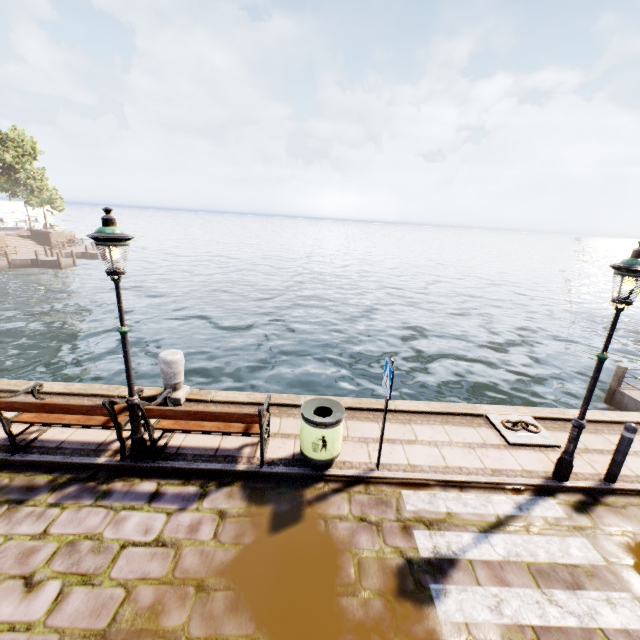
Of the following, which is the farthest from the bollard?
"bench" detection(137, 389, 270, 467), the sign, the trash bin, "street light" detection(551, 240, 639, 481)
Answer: "bench" detection(137, 389, 270, 467)

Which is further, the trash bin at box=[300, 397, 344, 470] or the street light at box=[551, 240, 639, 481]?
the trash bin at box=[300, 397, 344, 470]

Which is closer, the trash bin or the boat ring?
the trash bin

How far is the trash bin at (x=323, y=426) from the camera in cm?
492

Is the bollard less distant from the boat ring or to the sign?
the boat ring

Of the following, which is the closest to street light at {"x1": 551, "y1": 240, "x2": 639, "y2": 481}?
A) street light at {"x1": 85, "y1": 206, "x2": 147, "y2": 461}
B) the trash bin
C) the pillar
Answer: the trash bin

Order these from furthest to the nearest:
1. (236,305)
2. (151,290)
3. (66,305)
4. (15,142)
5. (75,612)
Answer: (15,142), (151,290), (236,305), (66,305), (75,612)

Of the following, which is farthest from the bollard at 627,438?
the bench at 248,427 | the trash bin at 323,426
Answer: the bench at 248,427
